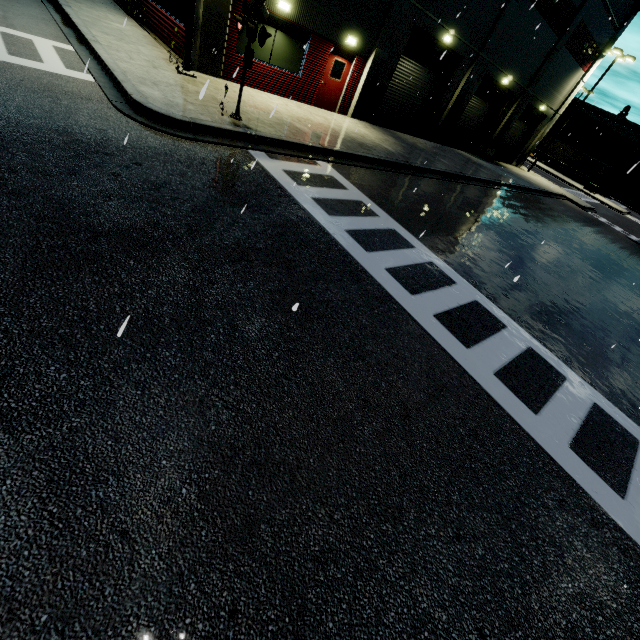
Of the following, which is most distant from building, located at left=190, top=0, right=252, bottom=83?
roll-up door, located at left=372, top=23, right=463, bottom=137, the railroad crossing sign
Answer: the railroad crossing sign

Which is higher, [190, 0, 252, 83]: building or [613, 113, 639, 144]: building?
[613, 113, 639, 144]: building

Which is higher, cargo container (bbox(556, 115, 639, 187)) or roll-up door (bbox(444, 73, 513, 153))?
cargo container (bbox(556, 115, 639, 187))

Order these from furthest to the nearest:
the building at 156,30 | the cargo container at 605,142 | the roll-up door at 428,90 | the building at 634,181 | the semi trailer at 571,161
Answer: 1. the building at 634,181
2. the cargo container at 605,142
3. the semi trailer at 571,161
4. the roll-up door at 428,90
5. the building at 156,30

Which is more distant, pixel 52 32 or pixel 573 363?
pixel 52 32

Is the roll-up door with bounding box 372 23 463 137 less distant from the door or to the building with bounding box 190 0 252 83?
the building with bounding box 190 0 252 83

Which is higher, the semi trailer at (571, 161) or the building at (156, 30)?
the semi trailer at (571, 161)
